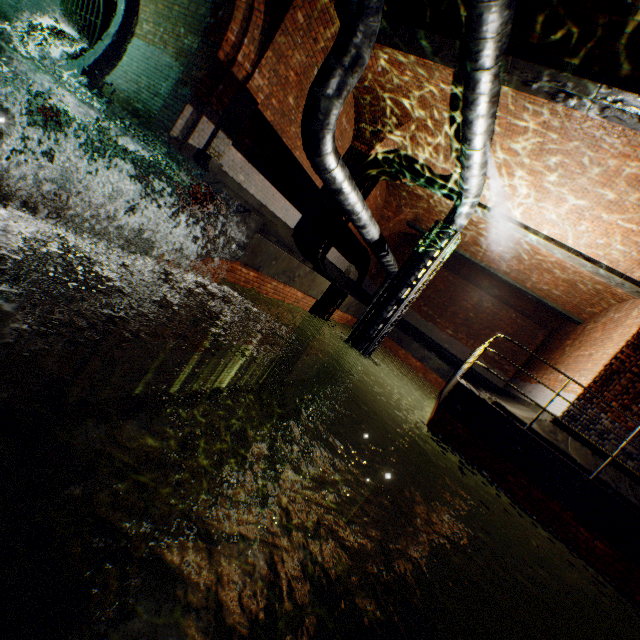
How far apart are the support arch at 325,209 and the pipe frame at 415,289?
2.6m

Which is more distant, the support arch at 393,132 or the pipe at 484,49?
the support arch at 393,132

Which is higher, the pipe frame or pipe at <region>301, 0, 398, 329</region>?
pipe at <region>301, 0, 398, 329</region>

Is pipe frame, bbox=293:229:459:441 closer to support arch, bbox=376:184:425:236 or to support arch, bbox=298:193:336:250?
support arch, bbox=298:193:336:250

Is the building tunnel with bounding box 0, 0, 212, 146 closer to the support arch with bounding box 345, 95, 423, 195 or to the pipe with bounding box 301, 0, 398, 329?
the pipe with bounding box 301, 0, 398, 329

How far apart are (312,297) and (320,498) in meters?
5.7 m

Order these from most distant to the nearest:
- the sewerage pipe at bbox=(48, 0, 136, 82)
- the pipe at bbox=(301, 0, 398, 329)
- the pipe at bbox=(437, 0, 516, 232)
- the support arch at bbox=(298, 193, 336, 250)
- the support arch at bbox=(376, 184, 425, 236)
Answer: the support arch at bbox=(376, 184, 425, 236)
the support arch at bbox=(298, 193, 336, 250)
the sewerage pipe at bbox=(48, 0, 136, 82)
the pipe at bbox=(301, 0, 398, 329)
the pipe at bbox=(437, 0, 516, 232)

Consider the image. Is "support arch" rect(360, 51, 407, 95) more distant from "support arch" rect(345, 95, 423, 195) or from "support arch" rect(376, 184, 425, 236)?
"support arch" rect(376, 184, 425, 236)
